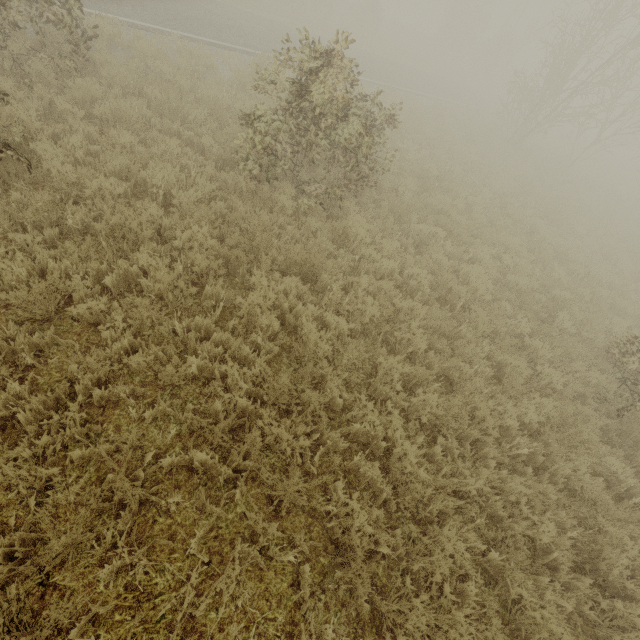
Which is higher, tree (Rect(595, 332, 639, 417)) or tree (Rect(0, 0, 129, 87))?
tree (Rect(0, 0, 129, 87))

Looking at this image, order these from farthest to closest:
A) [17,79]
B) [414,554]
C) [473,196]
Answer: [473,196] → [17,79] → [414,554]

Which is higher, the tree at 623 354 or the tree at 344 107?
the tree at 344 107

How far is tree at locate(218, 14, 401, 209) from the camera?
5.9 meters

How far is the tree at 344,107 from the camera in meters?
5.9
